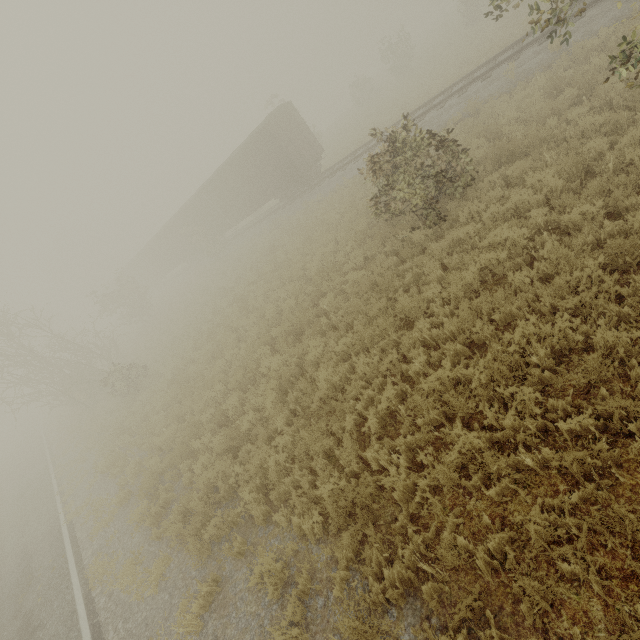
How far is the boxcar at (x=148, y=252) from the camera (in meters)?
20.08

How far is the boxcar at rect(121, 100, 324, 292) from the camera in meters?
20.1

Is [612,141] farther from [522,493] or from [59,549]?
[59,549]
